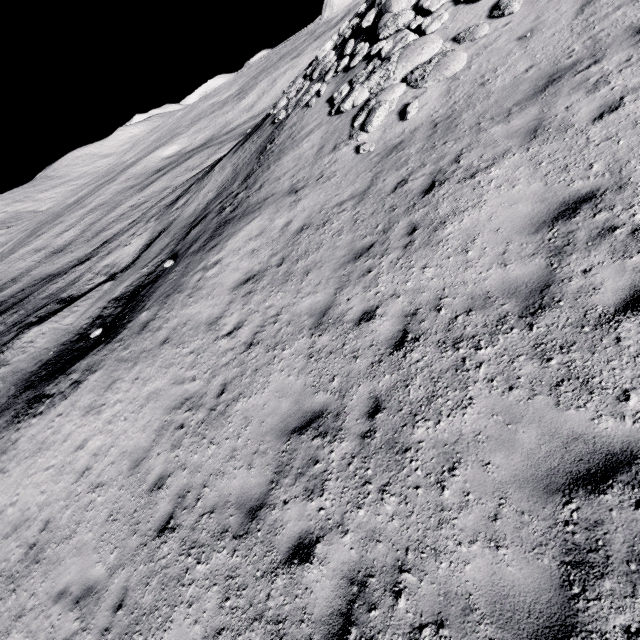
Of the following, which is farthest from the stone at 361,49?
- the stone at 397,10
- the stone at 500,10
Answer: the stone at 500,10

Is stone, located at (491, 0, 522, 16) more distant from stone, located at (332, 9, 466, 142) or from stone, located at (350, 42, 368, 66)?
stone, located at (350, 42, 368, 66)

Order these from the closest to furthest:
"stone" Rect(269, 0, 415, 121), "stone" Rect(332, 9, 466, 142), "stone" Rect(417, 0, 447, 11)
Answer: "stone" Rect(332, 9, 466, 142) → "stone" Rect(417, 0, 447, 11) → "stone" Rect(269, 0, 415, 121)

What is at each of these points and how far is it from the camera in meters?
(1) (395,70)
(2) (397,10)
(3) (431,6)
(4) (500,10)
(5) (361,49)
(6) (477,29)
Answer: (1) stone, 11.3 m
(2) stone, 13.1 m
(3) stone, 11.7 m
(4) stone, 9.5 m
(5) stone, 14.1 m
(6) stone, 9.7 m

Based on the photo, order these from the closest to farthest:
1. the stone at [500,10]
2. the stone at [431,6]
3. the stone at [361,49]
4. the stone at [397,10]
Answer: the stone at [500,10] < the stone at [431,6] < the stone at [397,10] < the stone at [361,49]

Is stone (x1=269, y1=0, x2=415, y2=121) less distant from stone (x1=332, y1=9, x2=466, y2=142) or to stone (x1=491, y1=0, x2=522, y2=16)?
stone (x1=332, y1=9, x2=466, y2=142)

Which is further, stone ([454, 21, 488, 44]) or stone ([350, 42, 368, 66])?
stone ([350, 42, 368, 66])

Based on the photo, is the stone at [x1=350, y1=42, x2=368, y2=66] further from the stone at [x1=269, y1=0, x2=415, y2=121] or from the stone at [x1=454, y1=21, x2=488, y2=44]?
the stone at [x1=269, y1=0, x2=415, y2=121]
